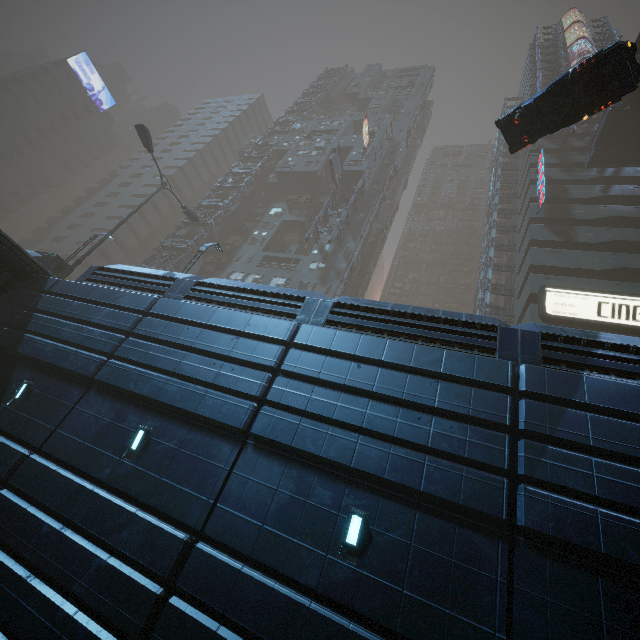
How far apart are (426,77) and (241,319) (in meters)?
70.61

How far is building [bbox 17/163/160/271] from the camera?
46.66m

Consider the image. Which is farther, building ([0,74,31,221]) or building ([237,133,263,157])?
building ([0,74,31,221])

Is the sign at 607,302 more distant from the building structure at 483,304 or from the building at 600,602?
the building structure at 483,304

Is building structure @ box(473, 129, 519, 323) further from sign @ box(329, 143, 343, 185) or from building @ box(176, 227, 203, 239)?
sign @ box(329, 143, 343, 185)

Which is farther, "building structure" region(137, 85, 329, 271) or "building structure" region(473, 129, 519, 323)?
"building structure" region(137, 85, 329, 271)

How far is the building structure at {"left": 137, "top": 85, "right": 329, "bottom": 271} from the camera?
35.3 meters

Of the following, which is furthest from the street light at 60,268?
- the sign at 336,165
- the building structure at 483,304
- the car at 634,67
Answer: the building structure at 483,304
